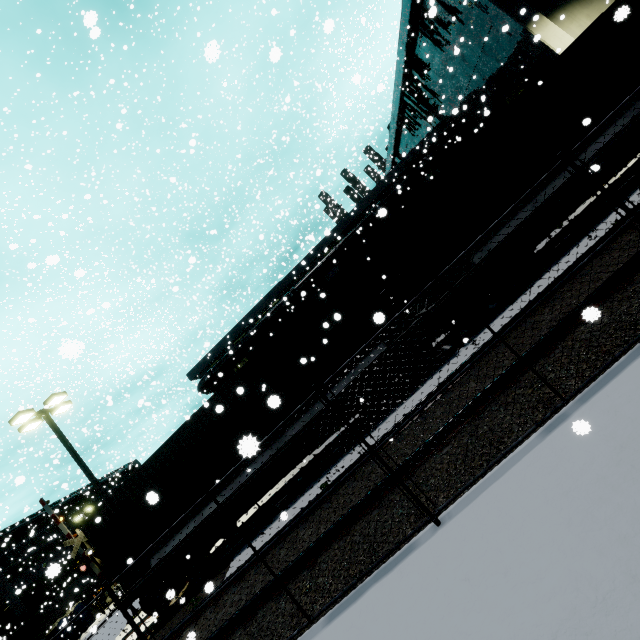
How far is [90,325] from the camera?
59.09m

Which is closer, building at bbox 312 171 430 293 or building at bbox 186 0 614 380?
building at bbox 186 0 614 380

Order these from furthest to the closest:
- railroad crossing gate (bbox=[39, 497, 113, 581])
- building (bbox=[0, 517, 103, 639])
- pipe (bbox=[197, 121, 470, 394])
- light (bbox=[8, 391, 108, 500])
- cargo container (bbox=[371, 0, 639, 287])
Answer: building (bbox=[0, 517, 103, 639])
pipe (bbox=[197, 121, 470, 394])
railroad crossing gate (bbox=[39, 497, 113, 581])
light (bbox=[8, 391, 108, 500])
cargo container (bbox=[371, 0, 639, 287])

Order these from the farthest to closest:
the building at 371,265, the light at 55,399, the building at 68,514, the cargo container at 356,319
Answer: the building at 68,514, the building at 371,265, the light at 55,399, the cargo container at 356,319

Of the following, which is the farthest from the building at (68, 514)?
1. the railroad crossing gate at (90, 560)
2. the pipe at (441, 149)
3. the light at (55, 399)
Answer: the light at (55, 399)

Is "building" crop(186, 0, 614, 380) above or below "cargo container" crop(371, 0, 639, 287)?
above

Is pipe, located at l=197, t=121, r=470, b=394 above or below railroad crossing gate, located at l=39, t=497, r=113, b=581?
above
